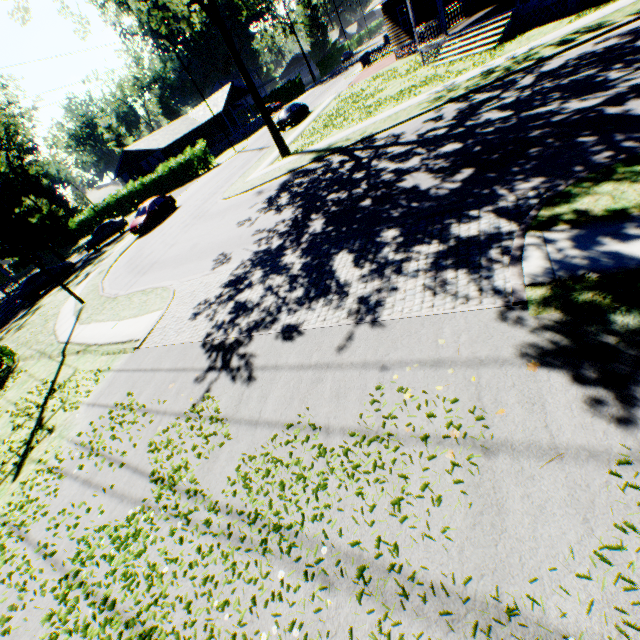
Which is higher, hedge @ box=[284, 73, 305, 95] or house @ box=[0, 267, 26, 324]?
hedge @ box=[284, 73, 305, 95]

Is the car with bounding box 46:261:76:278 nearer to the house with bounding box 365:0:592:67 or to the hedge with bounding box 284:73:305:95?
the house with bounding box 365:0:592:67

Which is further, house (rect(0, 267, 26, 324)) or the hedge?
the hedge

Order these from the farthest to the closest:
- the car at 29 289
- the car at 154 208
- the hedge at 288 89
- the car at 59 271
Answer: the hedge at 288 89 < the car at 59 271 < the car at 29 289 < the car at 154 208

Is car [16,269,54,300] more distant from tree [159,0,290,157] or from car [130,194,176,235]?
tree [159,0,290,157]

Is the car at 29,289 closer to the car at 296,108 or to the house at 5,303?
the house at 5,303

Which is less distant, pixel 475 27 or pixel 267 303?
pixel 267 303

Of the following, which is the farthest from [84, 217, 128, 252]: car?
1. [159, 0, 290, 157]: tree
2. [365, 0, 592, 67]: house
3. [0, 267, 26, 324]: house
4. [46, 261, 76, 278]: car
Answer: [365, 0, 592, 67]: house
